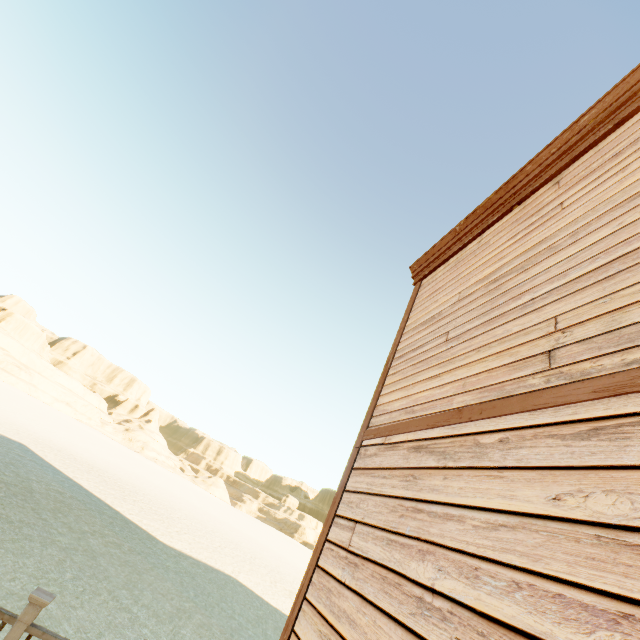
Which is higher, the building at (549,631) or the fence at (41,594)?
the building at (549,631)

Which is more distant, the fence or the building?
the fence

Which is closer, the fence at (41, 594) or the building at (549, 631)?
the building at (549, 631)

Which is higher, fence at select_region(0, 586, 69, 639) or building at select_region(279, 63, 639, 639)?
building at select_region(279, 63, 639, 639)

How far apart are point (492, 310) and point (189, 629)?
8.1m
